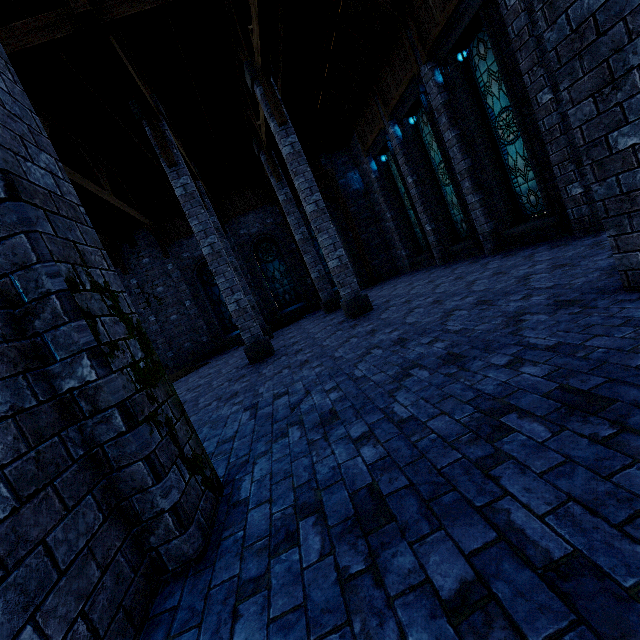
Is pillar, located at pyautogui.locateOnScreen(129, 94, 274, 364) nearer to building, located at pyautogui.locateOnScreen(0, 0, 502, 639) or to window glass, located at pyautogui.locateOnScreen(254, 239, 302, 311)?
building, located at pyautogui.locateOnScreen(0, 0, 502, 639)

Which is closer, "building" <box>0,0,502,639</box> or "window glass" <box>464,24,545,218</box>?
"building" <box>0,0,502,639</box>

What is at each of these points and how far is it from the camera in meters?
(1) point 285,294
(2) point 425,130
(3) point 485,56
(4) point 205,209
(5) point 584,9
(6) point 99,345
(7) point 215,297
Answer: (1) window glass, 16.8 m
(2) window glass, 11.0 m
(3) window glass, 7.8 m
(4) pillar, 8.7 m
(5) building, 2.7 m
(6) building, 2.0 m
(7) window glass, 16.4 m

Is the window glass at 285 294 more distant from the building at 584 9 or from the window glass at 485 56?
the window glass at 485 56

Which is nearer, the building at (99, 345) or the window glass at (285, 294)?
the building at (99, 345)

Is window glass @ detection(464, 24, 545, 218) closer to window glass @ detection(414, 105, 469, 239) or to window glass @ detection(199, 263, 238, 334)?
window glass @ detection(414, 105, 469, 239)

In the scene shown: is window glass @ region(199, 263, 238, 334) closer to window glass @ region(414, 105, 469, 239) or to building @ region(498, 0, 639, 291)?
building @ region(498, 0, 639, 291)
